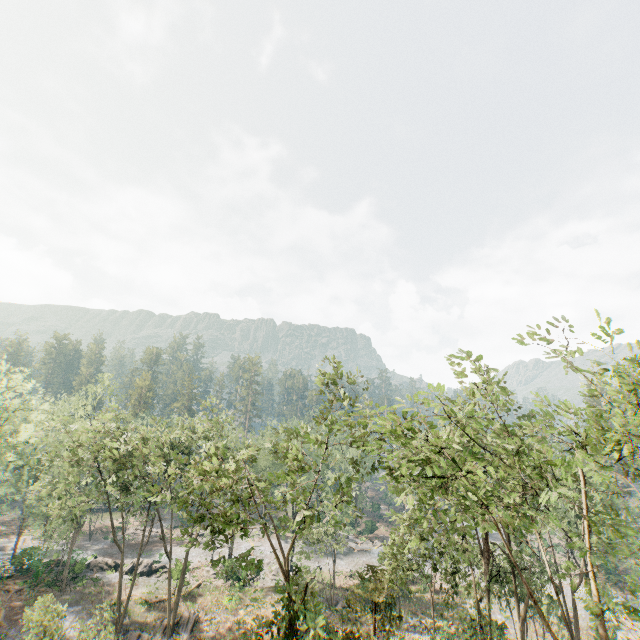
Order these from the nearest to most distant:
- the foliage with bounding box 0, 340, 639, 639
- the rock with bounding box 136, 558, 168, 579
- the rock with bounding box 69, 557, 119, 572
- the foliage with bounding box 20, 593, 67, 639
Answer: the foliage with bounding box 0, 340, 639, 639
the foliage with bounding box 20, 593, 67, 639
the rock with bounding box 69, 557, 119, 572
the rock with bounding box 136, 558, 168, 579

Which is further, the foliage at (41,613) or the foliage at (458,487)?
the foliage at (41,613)

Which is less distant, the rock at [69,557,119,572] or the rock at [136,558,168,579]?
the rock at [69,557,119,572]

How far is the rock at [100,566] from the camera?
37.02m

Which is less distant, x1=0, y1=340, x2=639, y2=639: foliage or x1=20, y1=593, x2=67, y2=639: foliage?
x1=0, y1=340, x2=639, y2=639: foliage

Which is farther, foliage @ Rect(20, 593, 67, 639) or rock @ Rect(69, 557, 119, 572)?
rock @ Rect(69, 557, 119, 572)

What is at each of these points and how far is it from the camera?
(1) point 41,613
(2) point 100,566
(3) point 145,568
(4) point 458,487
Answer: (1) foliage, 19.30m
(2) rock, 39.28m
(3) rock, 39.66m
(4) foliage, 11.25m
